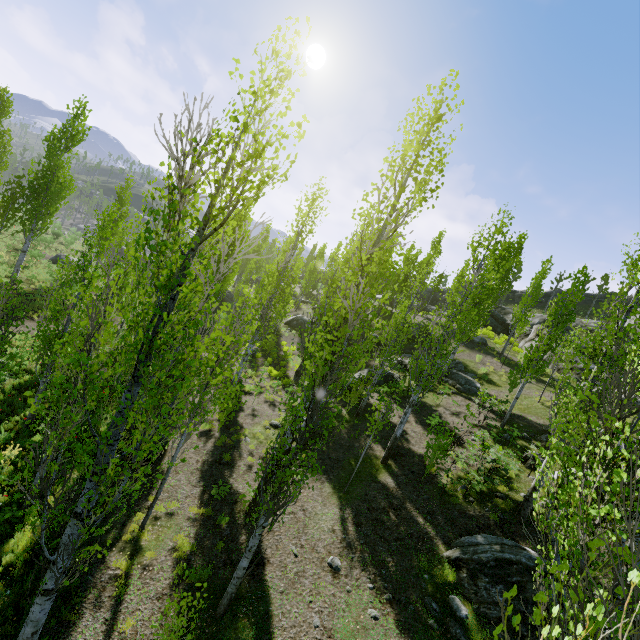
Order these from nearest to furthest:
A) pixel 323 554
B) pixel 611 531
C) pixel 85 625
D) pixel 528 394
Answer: pixel 611 531
pixel 85 625
pixel 323 554
pixel 528 394

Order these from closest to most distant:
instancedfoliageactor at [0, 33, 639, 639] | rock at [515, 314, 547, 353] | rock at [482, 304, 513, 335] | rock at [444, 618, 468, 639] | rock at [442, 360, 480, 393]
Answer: instancedfoliageactor at [0, 33, 639, 639], rock at [444, 618, 468, 639], rock at [442, 360, 480, 393], rock at [515, 314, 547, 353], rock at [482, 304, 513, 335]

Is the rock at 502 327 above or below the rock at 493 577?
above

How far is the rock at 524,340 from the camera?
29.3 meters

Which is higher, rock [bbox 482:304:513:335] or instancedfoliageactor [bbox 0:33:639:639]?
rock [bbox 482:304:513:335]

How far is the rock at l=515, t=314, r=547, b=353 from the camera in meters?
29.3 m

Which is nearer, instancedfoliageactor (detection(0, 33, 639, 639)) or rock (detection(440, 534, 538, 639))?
instancedfoliageactor (detection(0, 33, 639, 639))
